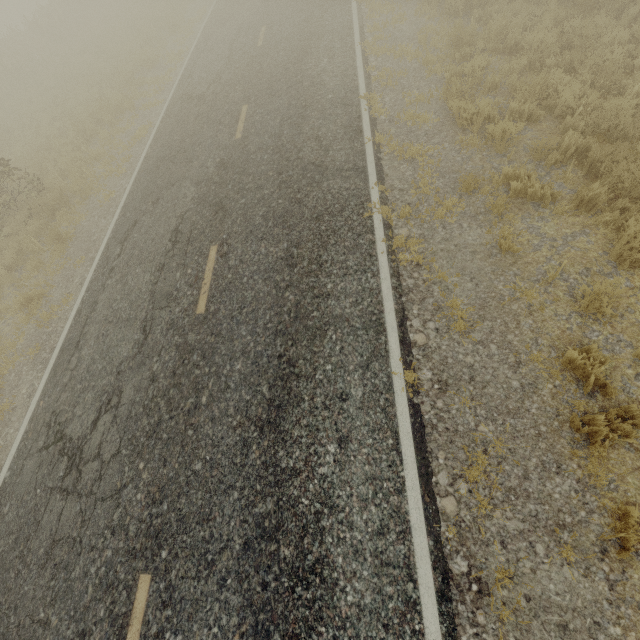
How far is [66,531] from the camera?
4.9m
